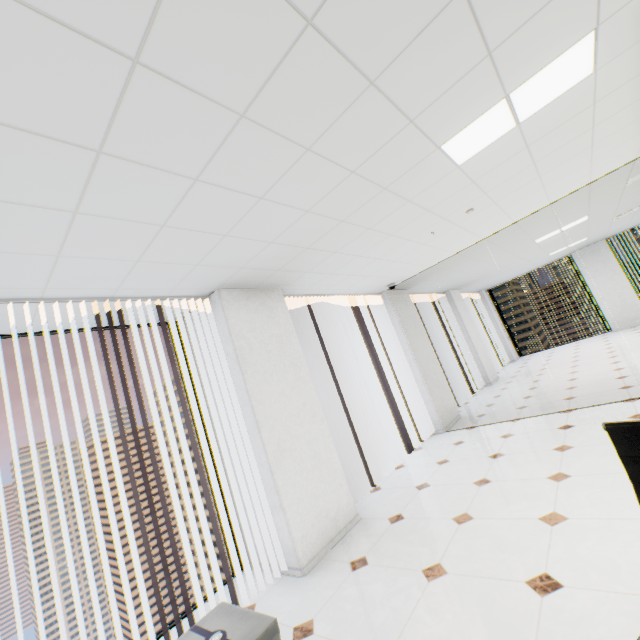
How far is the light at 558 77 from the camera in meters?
2.0

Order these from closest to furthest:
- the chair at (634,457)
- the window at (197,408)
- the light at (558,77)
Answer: the chair at (634,457) < the light at (558,77) < the window at (197,408)

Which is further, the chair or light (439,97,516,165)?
light (439,97,516,165)

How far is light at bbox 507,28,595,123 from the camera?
2.0 meters

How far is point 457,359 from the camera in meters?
9.7

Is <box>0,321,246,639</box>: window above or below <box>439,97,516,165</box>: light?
below

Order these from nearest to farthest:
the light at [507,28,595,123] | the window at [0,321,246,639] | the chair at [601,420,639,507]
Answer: the chair at [601,420,639,507] → the light at [507,28,595,123] → the window at [0,321,246,639]
